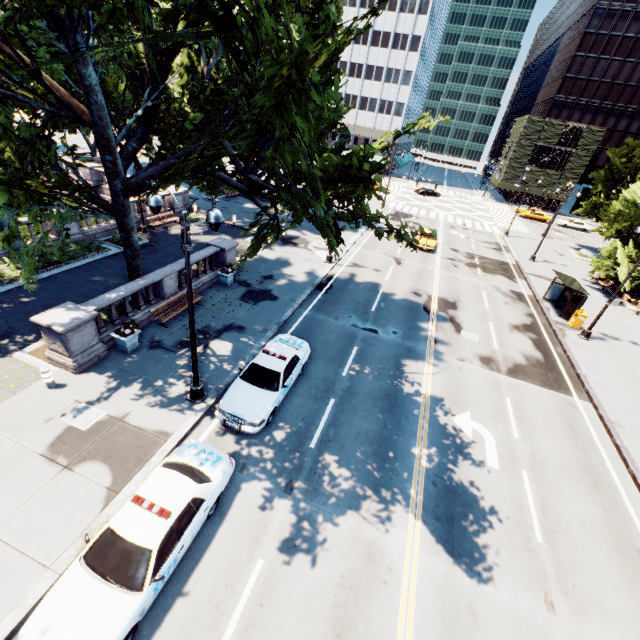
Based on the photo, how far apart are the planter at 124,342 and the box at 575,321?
26.56m

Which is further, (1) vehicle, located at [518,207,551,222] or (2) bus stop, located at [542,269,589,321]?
(1) vehicle, located at [518,207,551,222]

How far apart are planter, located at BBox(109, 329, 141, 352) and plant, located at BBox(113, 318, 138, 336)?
0.03m

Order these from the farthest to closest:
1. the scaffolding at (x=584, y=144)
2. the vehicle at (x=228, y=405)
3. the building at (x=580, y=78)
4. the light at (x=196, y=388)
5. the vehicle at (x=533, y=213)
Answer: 1. the scaffolding at (x=584, y=144)
2. the vehicle at (x=533, y=213)
3. the building at (x=580, y=78)
4. the vehicle at (x=228, y=405)
5. the light at (x=196, y=388)

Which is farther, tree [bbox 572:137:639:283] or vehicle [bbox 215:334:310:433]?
tree [bbox 572:137:639:283]

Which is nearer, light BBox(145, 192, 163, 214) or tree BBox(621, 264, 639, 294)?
light BBox(145, 192, 163, 214)

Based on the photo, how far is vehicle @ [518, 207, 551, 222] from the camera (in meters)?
56.20

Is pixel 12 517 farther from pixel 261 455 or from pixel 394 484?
pixel 394 484
